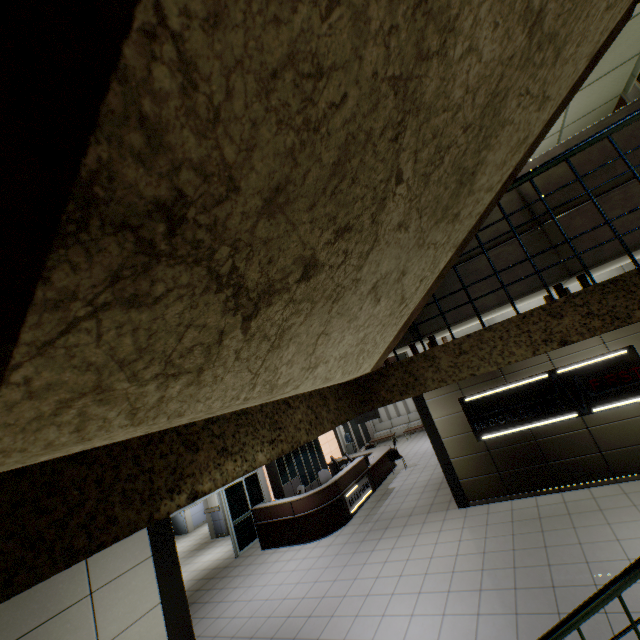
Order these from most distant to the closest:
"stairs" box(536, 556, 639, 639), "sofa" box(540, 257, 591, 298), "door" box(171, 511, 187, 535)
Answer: "door" box(171, 511, 187, 535) < "sofa" box(540, 257, 591, 298) < "stairs" box(536, 556, 639, 639)

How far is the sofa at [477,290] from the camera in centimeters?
261cm

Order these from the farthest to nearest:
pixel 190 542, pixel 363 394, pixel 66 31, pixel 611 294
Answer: pixel 190 542 → pixel 363 394 → pixel 611 294 → pixel 66 31

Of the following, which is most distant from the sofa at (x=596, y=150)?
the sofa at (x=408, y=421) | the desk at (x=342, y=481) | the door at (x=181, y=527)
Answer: the sofa at (x=408, y=421)

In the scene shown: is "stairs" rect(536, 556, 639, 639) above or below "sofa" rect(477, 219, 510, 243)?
below

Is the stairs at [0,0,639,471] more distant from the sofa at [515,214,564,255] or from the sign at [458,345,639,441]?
the sign at [458,345,639,441]

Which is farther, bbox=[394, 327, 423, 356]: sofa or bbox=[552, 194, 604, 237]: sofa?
bbox=[394, 327, 423, 356]: sofa

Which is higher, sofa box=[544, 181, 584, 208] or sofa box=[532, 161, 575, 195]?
sofa box=[532, 161, 575, 195]
